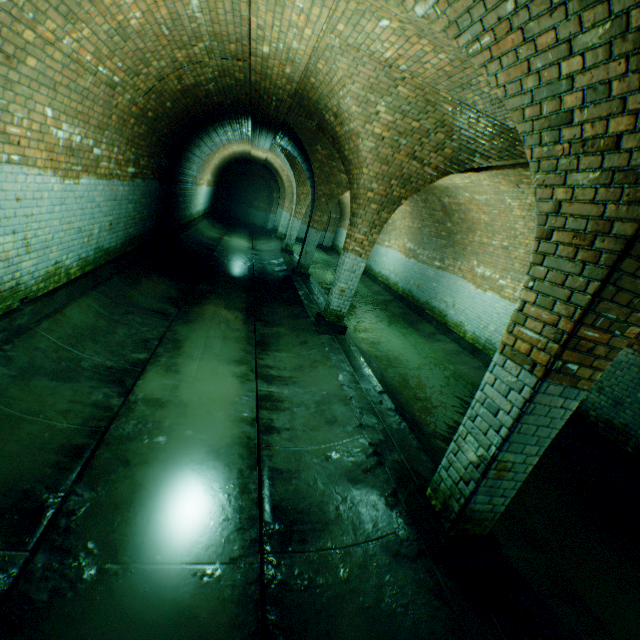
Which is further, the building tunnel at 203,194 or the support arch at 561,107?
the building tunnel at 203,194

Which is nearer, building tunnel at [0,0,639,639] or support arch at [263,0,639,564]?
support arch at [263,0,639,564]

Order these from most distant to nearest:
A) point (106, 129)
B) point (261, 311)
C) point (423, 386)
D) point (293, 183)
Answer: point (293, 183), point (261, 311), point (423, 386), point (106, 129)
